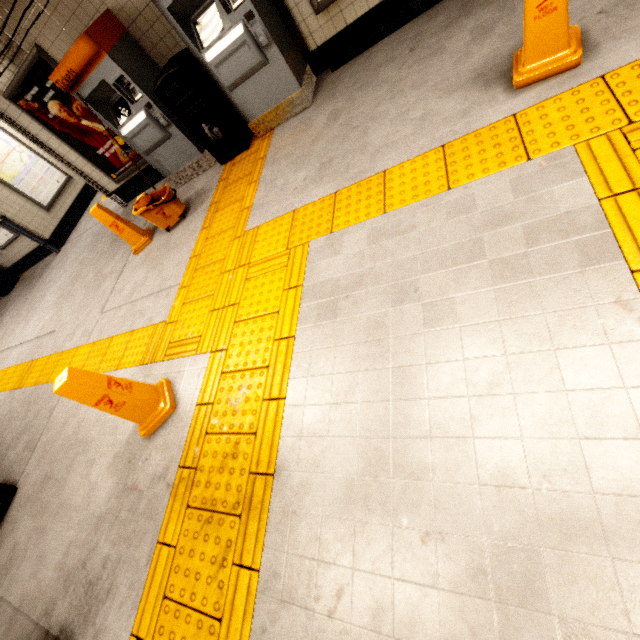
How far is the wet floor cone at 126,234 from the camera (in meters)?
4.47

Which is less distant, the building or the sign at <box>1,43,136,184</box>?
the building

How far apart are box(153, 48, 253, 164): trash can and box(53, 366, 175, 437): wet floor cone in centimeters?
332cm

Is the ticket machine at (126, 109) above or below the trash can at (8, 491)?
above

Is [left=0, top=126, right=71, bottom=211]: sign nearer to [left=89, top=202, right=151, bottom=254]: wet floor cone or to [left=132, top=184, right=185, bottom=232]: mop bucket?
[left=89, top=202, right=151, bottom=254]: wet floor cone

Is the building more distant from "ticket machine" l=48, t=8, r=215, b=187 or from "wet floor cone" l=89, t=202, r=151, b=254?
"ticket machine" l=48, t=8, r=215, b=187

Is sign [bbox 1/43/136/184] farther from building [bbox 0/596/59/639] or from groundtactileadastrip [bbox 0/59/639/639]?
building [bbox 0/596/59/639]

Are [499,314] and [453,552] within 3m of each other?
yes
